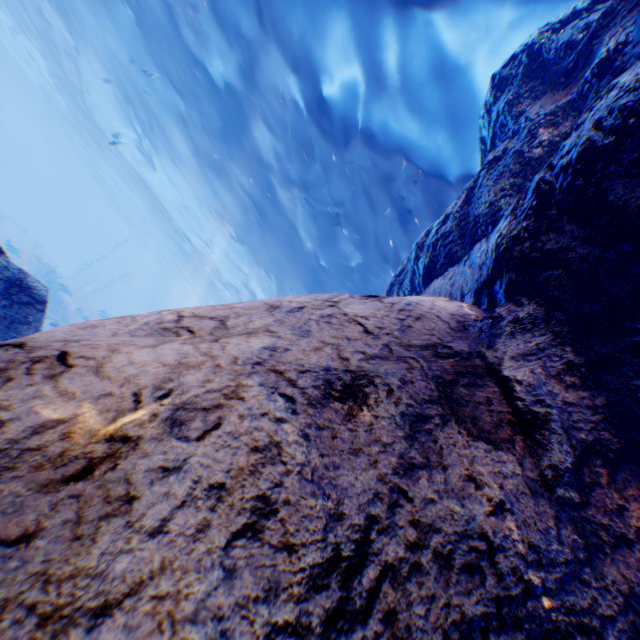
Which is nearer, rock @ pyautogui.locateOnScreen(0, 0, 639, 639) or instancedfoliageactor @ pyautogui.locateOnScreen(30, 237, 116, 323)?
rock @ pyautogui.locateOnScreen(0, 0, 639, 639)

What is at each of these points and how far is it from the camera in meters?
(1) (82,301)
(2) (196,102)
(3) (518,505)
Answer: (1) instancedfoliageactor, 31.1
(2) light, 12.6
(3) rock, 1.6

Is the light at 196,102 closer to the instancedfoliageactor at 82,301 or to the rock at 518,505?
the rock at 518,505

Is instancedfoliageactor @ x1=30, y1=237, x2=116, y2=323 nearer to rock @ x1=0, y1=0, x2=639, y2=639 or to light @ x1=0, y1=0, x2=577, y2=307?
rock @ x1=0, y1=0, x2=639, y2=639

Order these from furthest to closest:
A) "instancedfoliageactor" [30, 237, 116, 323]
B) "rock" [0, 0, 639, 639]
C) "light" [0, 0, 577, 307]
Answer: "instancedfoliageactor" [30, 237, 116, 323] → "light" [0, 0, 577, 307] → "rock" [0, 0, 639, 639]

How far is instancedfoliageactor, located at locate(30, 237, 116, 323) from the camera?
19.7m

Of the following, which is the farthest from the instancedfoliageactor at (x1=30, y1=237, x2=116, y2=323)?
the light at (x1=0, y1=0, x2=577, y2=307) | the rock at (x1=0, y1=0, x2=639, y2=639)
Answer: the light at (x1=0, y1=0, x2=577, y2=307)

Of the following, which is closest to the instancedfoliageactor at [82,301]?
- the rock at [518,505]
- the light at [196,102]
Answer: the rock at [518,505]
